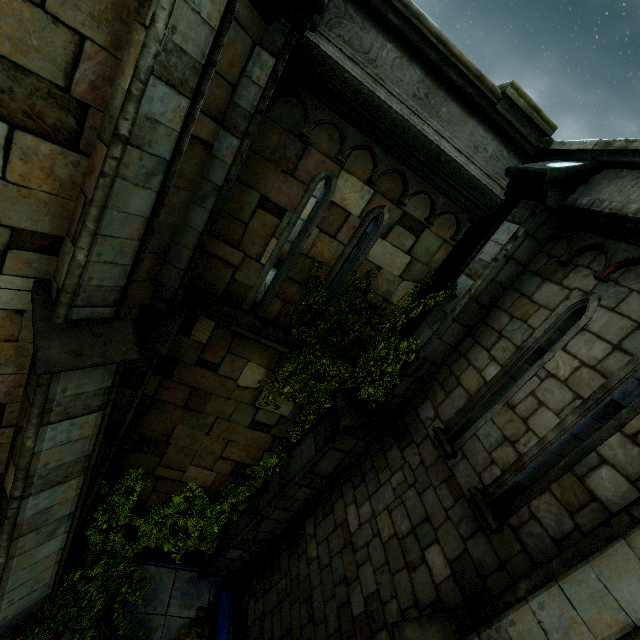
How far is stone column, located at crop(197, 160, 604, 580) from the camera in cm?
423

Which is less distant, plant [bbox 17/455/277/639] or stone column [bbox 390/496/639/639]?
stone column [bbox 390/496/639/639]

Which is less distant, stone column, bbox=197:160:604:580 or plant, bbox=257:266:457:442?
stone column, bbox=197:160:604:580

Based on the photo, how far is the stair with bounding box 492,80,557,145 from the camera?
4.1 meters

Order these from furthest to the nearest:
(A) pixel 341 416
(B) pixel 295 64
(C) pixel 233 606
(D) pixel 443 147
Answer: (C) pixel 233 606, (A) pixel 341 416, (D) pixel 443 147, (B) pixel 295 64

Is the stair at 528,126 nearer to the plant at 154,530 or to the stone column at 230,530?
the stone column at 230,530

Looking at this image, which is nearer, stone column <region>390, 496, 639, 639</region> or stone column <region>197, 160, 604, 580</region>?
stone column <region>390, 496, 639, 639</region>

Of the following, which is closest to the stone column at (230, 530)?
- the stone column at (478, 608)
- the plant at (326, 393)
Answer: the plant at (326, 393)
